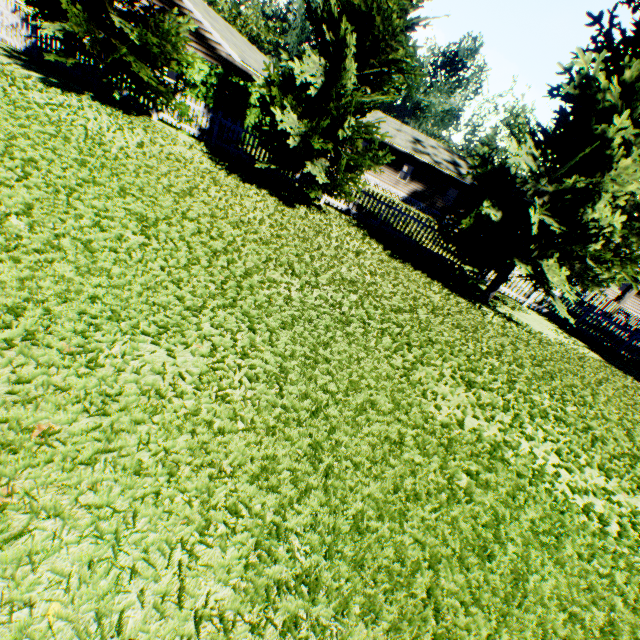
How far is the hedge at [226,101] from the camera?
11.8 meters

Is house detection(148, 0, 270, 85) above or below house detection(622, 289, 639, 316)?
above

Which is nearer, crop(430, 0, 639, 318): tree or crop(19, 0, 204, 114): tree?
crop(430, 0, 639, 318): tree

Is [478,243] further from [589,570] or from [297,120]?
[589,570]

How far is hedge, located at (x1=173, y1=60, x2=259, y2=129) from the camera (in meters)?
11.81

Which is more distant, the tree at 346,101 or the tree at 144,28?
the tree at 144,28

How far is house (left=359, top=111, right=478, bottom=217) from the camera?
30.59m

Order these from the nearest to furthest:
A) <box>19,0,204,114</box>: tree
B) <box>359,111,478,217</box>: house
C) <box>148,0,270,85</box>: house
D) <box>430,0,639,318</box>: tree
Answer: <box>430,0,639,318</box>: tree → <box>19,0,204,114</box>: tree → <box>148,0,270,85</box>: house → <box>359,111,478,217</box>: house
